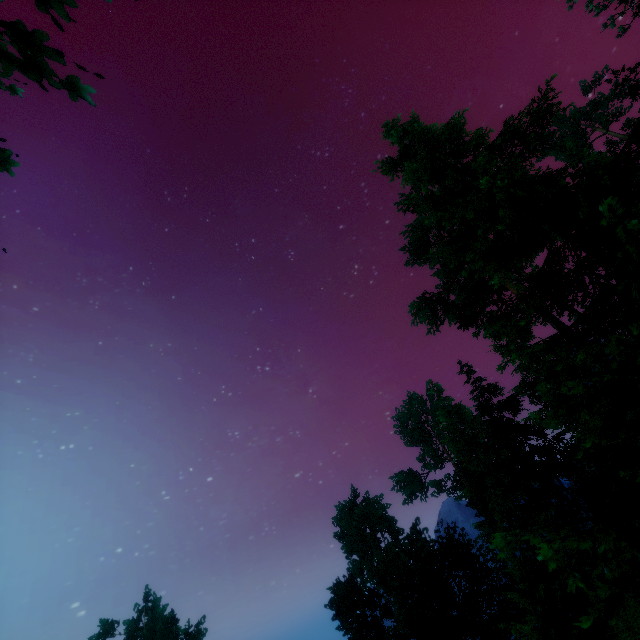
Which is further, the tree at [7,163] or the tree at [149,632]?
the tree at [149,632]

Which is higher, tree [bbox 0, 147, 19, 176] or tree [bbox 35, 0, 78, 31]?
tree [bbox 0, 147, 19, 176]

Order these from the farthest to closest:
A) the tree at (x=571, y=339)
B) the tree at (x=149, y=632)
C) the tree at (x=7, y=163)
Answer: the tree at (x=149, y=632) < the tree at (x=571, y=339) < the tree at (x=7, y=163)

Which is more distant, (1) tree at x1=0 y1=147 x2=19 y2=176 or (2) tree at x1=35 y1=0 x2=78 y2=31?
(1) tree at x1=0 y1=147 x2=19 y2=176

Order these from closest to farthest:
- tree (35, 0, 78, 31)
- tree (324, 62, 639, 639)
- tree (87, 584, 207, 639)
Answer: tree (35, 0, 78, 31) → tree (324, 62, 639, 639) → tree (87, 584, 207, 639)

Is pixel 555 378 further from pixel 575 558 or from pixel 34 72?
pixel 34 72
